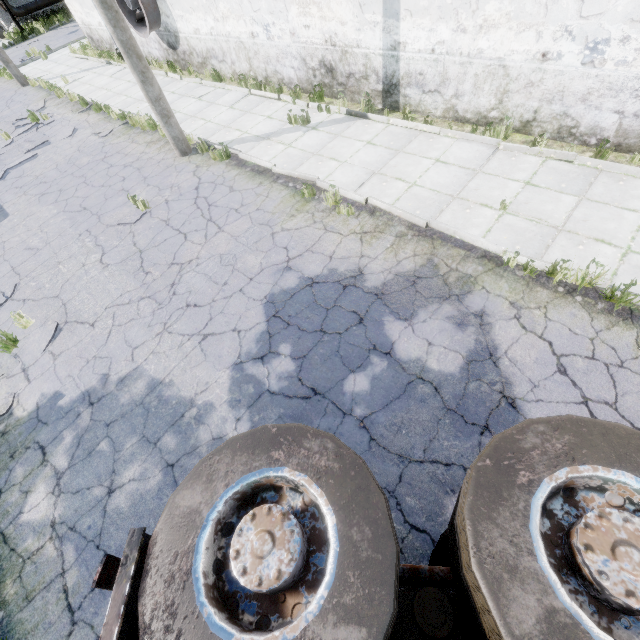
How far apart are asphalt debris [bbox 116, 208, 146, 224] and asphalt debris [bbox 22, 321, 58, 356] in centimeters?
306cm

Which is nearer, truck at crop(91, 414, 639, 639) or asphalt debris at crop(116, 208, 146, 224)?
truck at crop(91, 414, 639, 639)

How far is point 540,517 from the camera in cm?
146

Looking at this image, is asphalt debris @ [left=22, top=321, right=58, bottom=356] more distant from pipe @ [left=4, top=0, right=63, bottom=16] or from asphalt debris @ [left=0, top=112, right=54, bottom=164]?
pipe @ [left=4, top=0, right=63, bottom=16]

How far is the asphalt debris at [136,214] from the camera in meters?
8.3

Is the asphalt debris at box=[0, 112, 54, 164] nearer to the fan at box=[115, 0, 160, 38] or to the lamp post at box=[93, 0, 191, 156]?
the fan at box=[115, 0, 160, 38]

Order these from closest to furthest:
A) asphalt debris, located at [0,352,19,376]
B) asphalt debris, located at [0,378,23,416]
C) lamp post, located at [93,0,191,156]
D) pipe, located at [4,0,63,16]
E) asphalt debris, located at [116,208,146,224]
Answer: asphalt debris, located at [0,378,23,416]
asphalt debris, located at [0,352,19,376]
lamp post, located at [93,0,191,156]
asphalt debris, located at [116,208,146,224]
pipe, located at [4,0,63,16]

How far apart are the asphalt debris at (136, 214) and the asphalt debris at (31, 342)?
3.1 meters
